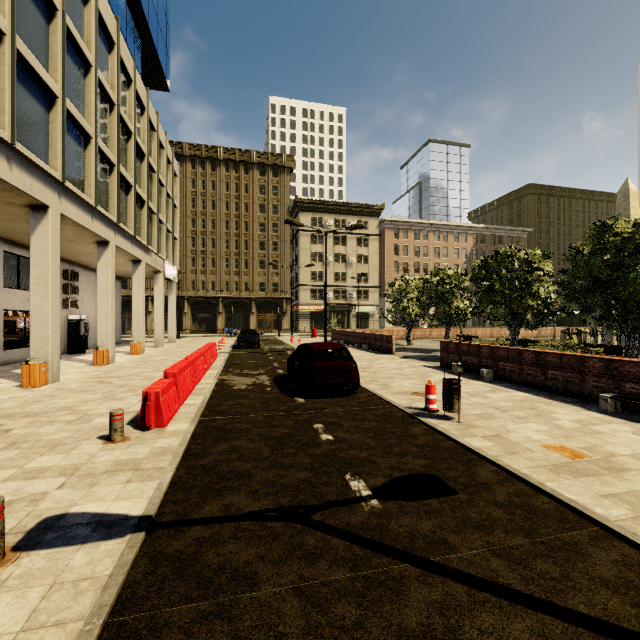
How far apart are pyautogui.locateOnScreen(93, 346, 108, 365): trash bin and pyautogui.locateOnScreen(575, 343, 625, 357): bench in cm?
2423

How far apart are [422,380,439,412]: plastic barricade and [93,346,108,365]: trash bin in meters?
14.7 m

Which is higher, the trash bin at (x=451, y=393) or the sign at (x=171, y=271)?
the sign at (x=171, y=271)

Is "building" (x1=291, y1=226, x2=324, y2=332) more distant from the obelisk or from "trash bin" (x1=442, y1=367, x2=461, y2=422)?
the obelisk

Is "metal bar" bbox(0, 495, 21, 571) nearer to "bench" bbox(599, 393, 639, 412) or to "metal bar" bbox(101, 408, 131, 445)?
"metal bar" bbox(101, 408, 131, 445)

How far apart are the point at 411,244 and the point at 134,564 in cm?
5931

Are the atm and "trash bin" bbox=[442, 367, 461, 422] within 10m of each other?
no

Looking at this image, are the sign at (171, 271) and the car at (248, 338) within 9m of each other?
yes
